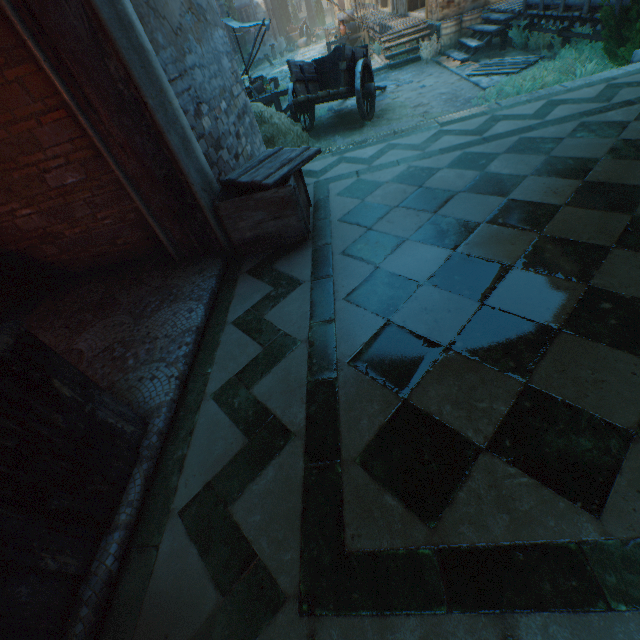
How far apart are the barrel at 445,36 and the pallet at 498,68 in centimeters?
274cm

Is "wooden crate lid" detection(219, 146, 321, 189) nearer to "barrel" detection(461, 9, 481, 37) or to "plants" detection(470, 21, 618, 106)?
"plants" detection(470, 21, 618, 106)

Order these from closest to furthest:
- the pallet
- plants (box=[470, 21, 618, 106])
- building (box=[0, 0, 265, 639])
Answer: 1. building (box=[0, 0, 265, 639])
2. plants (box=[470, 21, 618, 106])
3. the pallet

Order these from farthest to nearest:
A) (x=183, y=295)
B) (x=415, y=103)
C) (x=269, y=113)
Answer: (x=415, y=103) → (x=269, y=113) → (x=183, y=295)

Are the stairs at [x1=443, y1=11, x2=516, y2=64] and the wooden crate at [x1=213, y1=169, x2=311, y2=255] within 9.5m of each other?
no

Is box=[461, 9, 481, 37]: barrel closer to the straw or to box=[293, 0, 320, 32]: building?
the straw

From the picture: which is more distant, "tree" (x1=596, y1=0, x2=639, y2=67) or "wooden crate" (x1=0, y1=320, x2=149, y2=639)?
"tree" (x1=596, y1=0, x2=639, y2=67)

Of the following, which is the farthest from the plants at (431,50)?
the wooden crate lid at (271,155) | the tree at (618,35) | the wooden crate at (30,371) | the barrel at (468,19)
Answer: the wooden crate at (30,371)
